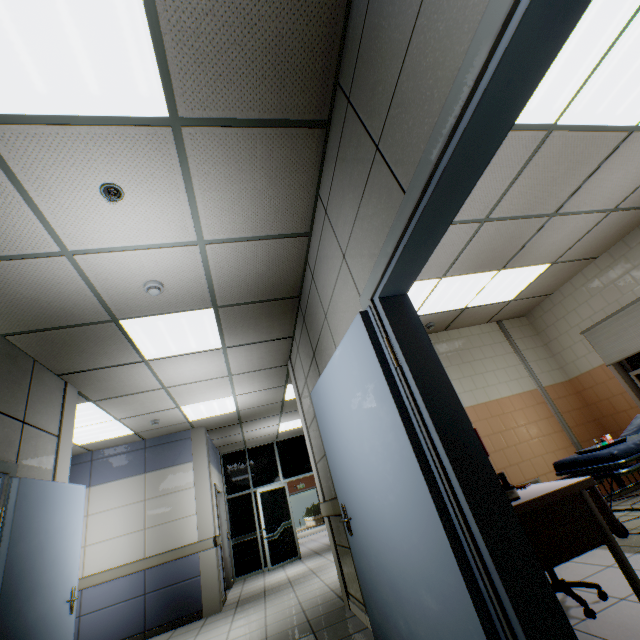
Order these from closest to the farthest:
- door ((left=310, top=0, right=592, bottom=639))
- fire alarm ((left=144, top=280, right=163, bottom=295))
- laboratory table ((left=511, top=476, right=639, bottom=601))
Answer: door ((left=310, top=0, right=592, bottom=639)) < laboratory table ((left=511, top=476, right=639, bottom=601)) < fire alarm ((left=144, top=280, right=163, bottom=295))

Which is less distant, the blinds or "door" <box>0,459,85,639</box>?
"door" <box>0,459,85,639</box>

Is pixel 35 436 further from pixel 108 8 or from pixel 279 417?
pixel 279 417

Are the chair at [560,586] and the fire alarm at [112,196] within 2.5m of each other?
no

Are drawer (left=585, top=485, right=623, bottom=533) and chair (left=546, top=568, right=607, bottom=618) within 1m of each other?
yes

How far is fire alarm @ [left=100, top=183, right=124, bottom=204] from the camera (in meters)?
2.14

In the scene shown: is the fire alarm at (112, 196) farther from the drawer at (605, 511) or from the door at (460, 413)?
the drawer at (605, 511)

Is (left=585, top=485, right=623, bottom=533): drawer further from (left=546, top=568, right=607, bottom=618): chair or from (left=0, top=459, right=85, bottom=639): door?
(left=0, top=459, right=85, bottom=639): door
